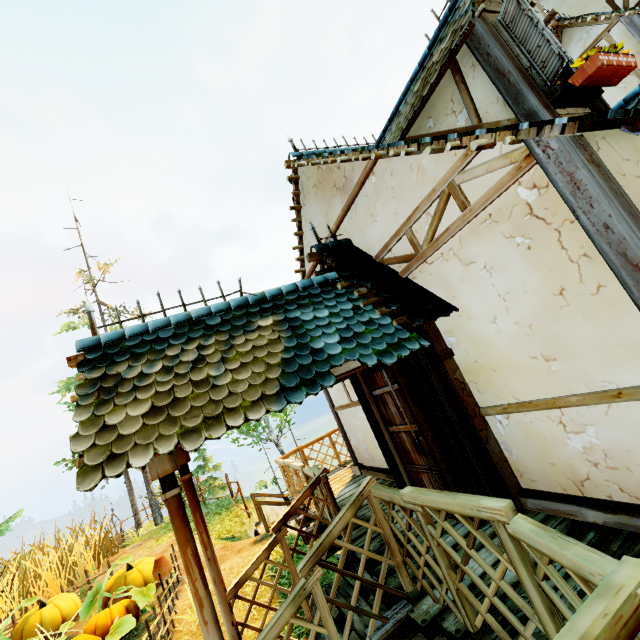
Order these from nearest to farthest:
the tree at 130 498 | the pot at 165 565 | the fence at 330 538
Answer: the fence at 330 538, the pot at 165 565, the tree at 130 498

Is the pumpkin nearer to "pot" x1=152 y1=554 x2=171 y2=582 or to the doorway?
"pot" x1=152 y1=554 x2=171 y2=582

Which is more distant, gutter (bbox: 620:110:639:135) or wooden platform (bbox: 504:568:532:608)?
wooden platform (bbox: 504:568:532:608)

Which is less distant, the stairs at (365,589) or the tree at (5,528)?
the stairs at (365,589)

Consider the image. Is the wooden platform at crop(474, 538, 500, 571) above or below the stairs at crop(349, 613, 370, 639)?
above

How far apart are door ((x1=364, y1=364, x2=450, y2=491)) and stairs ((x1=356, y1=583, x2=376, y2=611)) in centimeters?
113cm

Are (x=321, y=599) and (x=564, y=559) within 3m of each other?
yes

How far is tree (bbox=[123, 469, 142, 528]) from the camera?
15.4 meters
